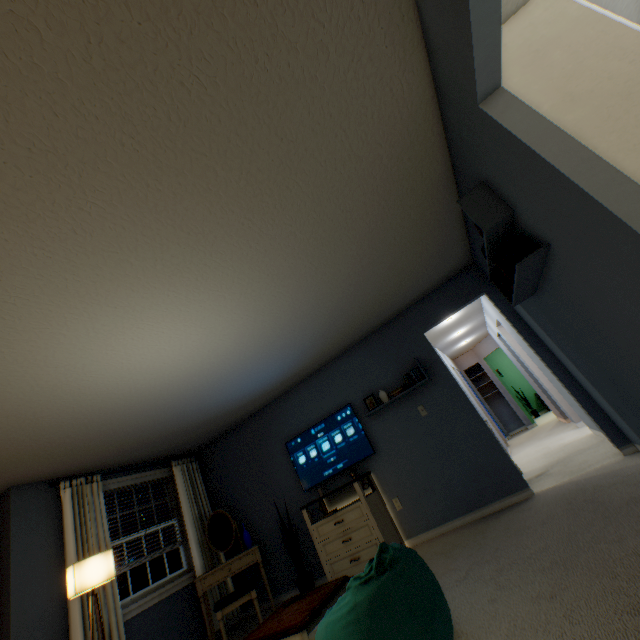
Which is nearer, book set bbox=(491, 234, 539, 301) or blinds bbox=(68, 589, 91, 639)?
book set bbox=(491, 234, 539, 301)

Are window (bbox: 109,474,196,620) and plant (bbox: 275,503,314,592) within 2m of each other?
yes

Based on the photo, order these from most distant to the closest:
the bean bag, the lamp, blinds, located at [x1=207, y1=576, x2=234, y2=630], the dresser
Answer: blinds, located at [x1=207, y1=576, x2=234, y2=630] < the dresser < the lamp < the bean bag

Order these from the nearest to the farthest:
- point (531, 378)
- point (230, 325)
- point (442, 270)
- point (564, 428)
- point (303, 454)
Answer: point (230, 325), point (442, 270), point (303, 454), point (564, 428), point (531, 378)

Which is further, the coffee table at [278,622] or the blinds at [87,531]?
the blinds at [87,531]

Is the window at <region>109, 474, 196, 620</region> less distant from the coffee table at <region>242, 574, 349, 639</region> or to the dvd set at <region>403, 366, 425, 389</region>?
the coffee table at <region>242, 574, 349, 639</region>

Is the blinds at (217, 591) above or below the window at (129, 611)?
below

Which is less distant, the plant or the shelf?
the shelf
